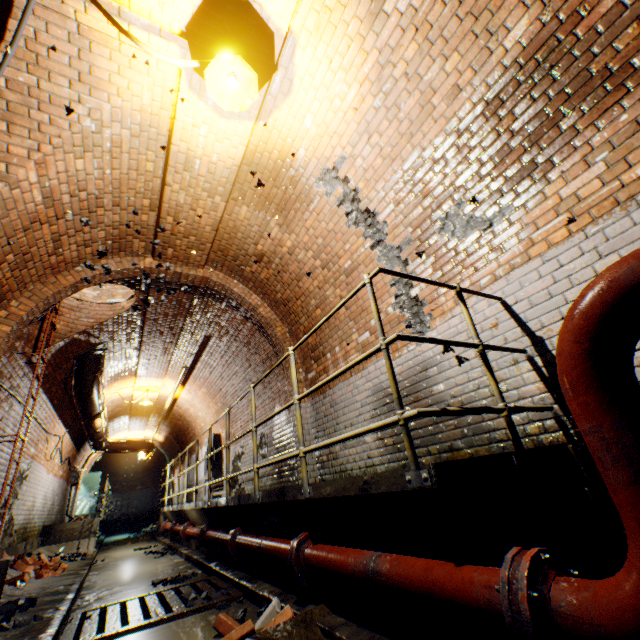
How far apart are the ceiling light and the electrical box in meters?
9.7 m

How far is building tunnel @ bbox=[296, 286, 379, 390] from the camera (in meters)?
4.41

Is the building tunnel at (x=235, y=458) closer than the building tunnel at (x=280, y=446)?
No

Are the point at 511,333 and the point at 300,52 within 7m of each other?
yes

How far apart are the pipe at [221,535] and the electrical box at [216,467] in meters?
4.5

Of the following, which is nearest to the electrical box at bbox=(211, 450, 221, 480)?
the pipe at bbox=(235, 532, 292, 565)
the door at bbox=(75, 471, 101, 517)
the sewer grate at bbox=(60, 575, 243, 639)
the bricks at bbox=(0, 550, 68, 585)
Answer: the bricks at bbox=(0, 550, 68, 585)

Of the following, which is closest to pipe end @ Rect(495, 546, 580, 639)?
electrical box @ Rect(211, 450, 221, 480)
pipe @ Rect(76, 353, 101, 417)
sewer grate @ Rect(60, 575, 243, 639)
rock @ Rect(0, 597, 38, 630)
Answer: sewer grate @ Rect(60, 575, 243, 639)

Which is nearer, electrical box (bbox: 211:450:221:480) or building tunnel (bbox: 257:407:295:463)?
building tunnel (bbox: 257:407:295:463)
